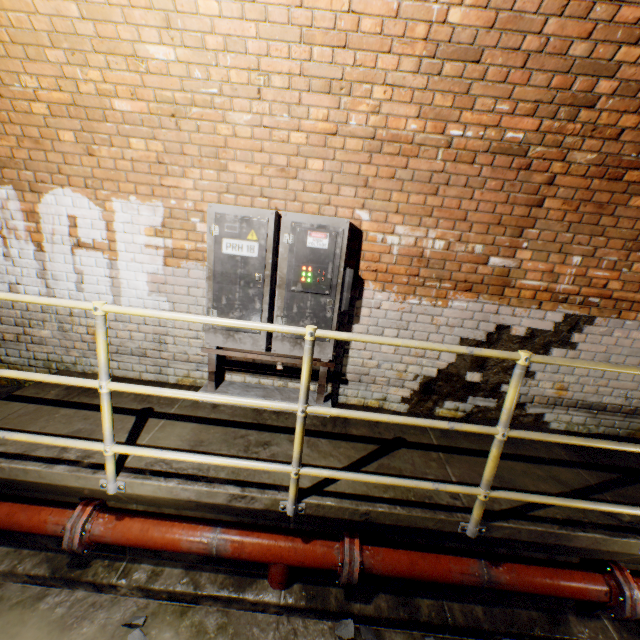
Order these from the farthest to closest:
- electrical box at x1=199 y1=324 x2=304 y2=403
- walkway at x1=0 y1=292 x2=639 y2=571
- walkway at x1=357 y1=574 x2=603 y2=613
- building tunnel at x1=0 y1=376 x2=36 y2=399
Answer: building tunnel at x1=0 y1=376 x2=36 y2=399, electrical box at x1=199 y1=324 x2=304 y2=403, walkway at x1=357 y1=574 x2=603 y2=613, walkway at x1=0 y1=292 x2=639 y2=571

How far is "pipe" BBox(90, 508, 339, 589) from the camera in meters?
2.3

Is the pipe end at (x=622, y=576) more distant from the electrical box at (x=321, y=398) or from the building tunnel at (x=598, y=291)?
the electrical box at (x=321, y=398)

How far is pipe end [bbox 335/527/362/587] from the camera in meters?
2.3

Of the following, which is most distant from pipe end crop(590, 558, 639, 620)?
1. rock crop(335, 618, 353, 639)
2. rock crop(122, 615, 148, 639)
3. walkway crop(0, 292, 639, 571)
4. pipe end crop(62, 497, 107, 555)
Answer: pipe end crop(62, 497, 107, 555)

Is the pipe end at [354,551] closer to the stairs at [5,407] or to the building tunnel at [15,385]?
the building tunnel at [15,385]

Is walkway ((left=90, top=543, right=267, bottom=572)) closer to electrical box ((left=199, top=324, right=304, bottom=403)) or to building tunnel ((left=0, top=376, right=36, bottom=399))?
building tunnel ((left=0, top=376, right=36, bottom=399))

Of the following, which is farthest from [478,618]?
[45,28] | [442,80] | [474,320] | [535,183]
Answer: [45,28]
